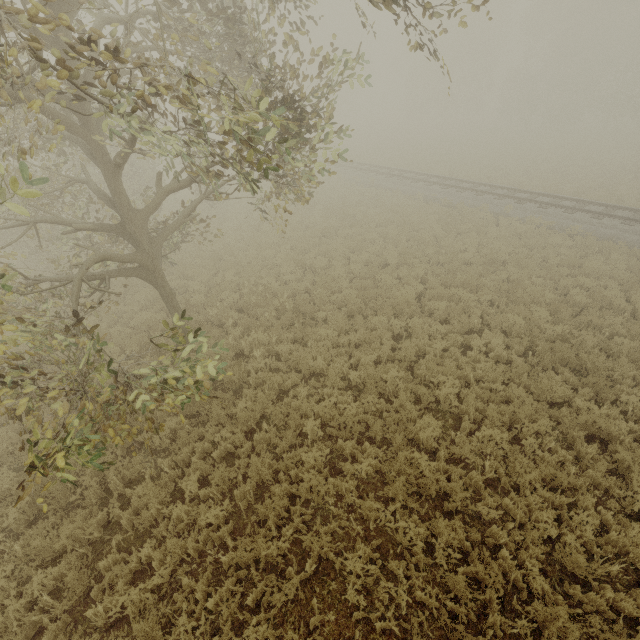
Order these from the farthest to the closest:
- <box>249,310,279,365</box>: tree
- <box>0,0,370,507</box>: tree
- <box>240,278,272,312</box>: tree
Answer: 1. <box>240,278,272,312</box>: tree
2. <box>249,310,279,365</box>: tree
3. <box>0,0,370,507</box>: tree

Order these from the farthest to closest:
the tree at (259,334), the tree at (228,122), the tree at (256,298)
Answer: the tree at (256,298) → the tree at (259,334) → the tree at (228,122)

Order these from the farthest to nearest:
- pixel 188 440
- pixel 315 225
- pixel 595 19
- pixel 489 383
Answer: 1. pixel 595 19
2. pixel 315 225
3. pixel 489 383
4. pixel 188 440

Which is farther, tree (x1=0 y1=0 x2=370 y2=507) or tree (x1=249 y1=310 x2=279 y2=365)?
tree (x1=249 y1=310 x2=279 y2=365)

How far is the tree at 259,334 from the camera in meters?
9.2 m

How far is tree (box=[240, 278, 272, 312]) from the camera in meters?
11.4 m
